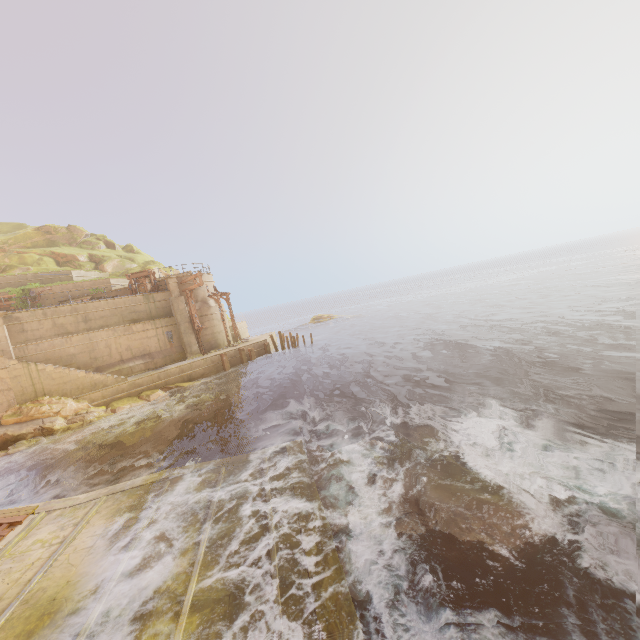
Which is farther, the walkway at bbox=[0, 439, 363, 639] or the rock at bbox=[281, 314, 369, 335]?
the rock at bbox=[281, 314, 369, 335]

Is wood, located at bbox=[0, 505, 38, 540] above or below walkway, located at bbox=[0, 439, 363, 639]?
Answer: above

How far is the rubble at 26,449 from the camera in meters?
15.7

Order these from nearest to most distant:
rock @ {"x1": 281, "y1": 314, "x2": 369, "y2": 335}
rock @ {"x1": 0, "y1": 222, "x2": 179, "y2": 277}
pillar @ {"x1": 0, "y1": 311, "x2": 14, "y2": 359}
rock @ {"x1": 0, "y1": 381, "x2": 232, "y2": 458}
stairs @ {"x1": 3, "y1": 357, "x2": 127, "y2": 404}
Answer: rock @ {"x1": 0, "y1": 381, "x2": 232, "y2": 458} < stairs @ {"x1": 3, "y1": 357, "x2": 127, "y2": 404} < pillar @ {"x1": 0, "y1": 311, "x2": 14, "y2": 359} < rock @ {"x1": 0, "y1": 222, "x2": 179, "y2": 277} < rock @ {"x1": 281, "y1": 314, "x2": 369, "y2": 335}

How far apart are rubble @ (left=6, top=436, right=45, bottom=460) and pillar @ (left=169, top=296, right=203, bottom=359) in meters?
9.9

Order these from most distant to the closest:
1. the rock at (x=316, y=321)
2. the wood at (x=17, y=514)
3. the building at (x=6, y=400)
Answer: the rock at (x=316, y=321)
the building at (x=6, y=400)
the wood at (x=17, y=514)

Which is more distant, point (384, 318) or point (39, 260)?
point (384, 318)

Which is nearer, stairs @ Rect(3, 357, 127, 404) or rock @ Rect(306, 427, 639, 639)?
rock @ Rect(306, 427, 639, 639)
